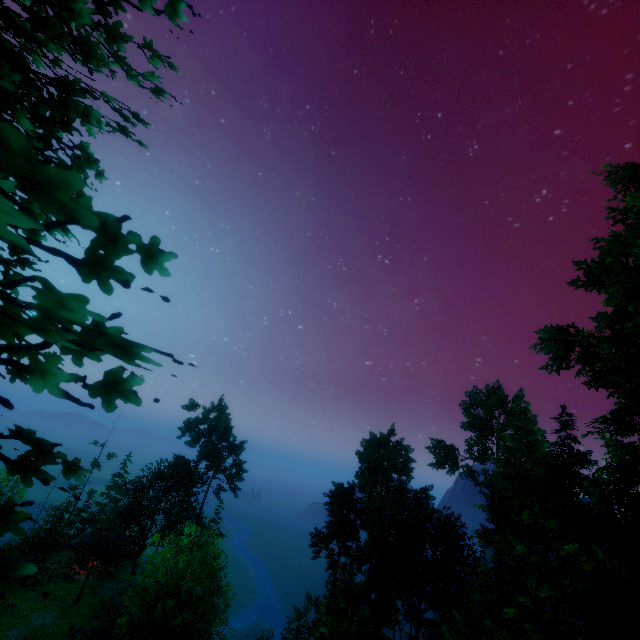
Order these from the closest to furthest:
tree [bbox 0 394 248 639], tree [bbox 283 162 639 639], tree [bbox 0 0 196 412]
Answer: tree [bbox 0 0 196 412], tree [bbox 0 394 248 639], tree [bbox 283 162 639 639]

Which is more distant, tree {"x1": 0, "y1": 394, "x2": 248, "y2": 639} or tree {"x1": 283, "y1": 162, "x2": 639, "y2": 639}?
tree {"x1": 283, "y1": 162, "x2": 639, "y2": 639}

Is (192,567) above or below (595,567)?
below

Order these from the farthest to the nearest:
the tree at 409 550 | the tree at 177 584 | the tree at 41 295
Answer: the tree at 409 550, the tree at 177 584, the tree at 41 295

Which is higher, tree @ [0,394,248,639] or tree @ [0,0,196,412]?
tree @ [0,0,196,412]

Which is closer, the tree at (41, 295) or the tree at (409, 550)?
the tree at (41, 295)
